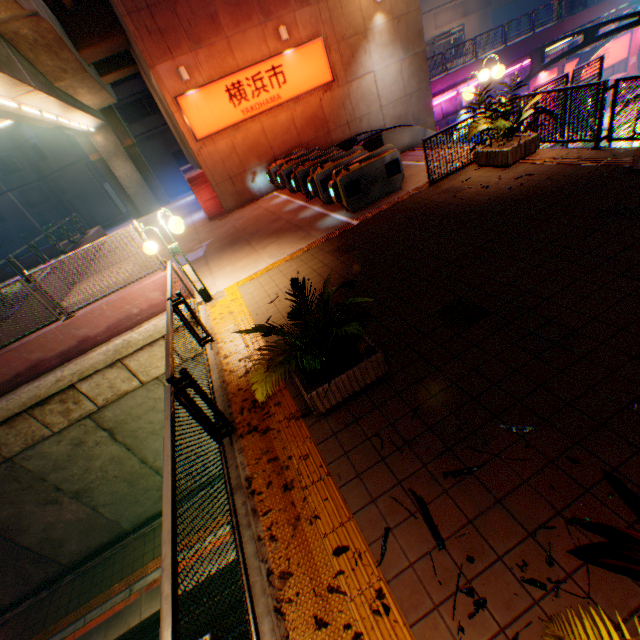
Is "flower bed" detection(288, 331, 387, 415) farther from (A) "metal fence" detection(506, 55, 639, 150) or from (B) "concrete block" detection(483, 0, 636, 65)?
(B) "concrete block" detection(483, 0, 636, 65)

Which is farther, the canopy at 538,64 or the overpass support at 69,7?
the canopy at 538,64

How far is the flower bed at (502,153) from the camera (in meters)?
7.76

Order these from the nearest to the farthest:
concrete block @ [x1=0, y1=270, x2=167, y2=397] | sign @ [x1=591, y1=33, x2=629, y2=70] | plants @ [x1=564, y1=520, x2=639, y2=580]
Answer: plants @ [x1=564, y1=520, x2=639, y2=580]
concrete block @ [x1=0, y1=270, x2=167, y2=397]
sign @ [x1=591, y1=33, x2=629, y2=70]

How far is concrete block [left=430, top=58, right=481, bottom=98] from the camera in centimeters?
2080cm

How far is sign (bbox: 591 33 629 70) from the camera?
24.23m

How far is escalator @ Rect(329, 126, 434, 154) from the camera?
12.1m

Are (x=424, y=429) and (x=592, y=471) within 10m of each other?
yes
